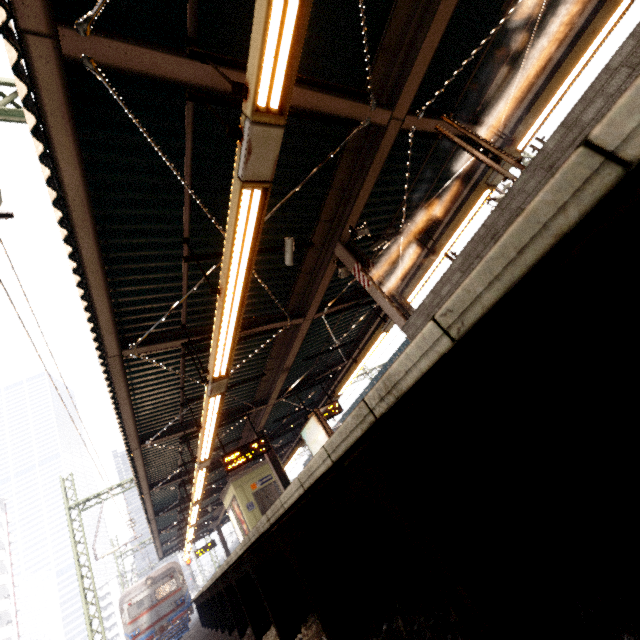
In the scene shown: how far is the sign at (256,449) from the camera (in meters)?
9.83

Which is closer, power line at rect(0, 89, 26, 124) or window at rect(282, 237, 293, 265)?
power line at rect(0, 89, 26, 124)

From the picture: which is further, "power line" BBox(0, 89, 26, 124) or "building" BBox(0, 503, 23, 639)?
"building" BBox(0, 503, 23, 639)

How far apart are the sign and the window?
6.9m

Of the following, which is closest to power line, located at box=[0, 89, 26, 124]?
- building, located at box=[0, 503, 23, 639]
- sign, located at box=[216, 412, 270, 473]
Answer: sign, located at box=[216, 412, 270, 473]

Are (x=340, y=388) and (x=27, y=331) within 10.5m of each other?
yes

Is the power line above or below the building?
below

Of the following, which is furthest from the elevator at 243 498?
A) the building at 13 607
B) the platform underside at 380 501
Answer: the building at 13 607
